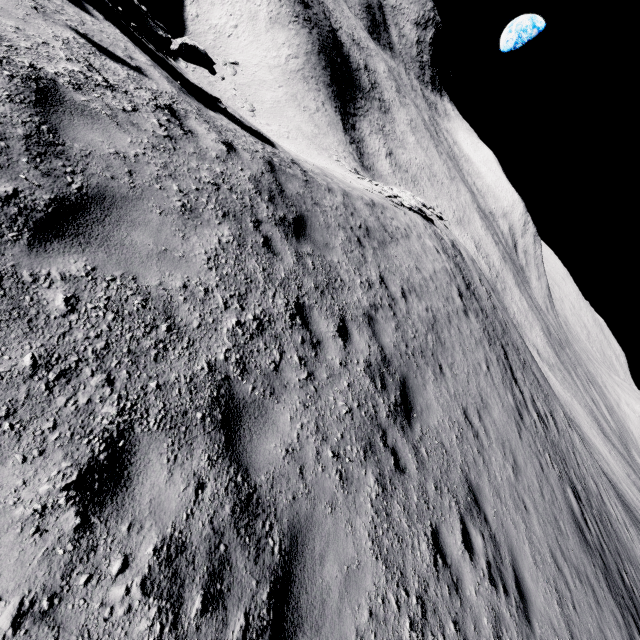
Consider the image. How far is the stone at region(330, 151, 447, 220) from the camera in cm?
2017

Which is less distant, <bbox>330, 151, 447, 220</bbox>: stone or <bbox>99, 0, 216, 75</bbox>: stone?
<bbox>99, 0, 216, 75</bbox>: stone

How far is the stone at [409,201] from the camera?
20.2 meters

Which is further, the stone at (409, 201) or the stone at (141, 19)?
the stone at (409, 201)

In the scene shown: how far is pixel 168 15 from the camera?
49.56m
